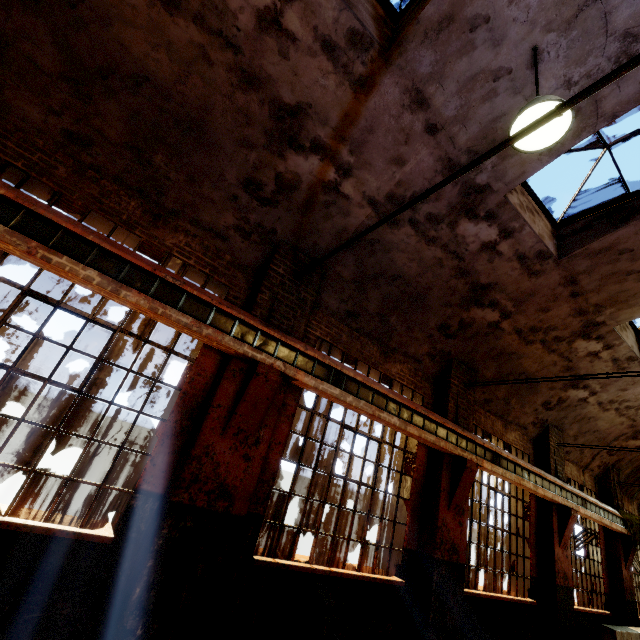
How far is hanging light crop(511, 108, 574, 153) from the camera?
3.2m

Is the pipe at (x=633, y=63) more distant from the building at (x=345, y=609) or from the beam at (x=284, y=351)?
the beam at (x=284, y=351)

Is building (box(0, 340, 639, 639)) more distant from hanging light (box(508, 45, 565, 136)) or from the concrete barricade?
the concrete barricade

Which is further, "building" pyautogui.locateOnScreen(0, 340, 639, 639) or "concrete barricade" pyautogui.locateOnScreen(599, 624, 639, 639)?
"concrete barricade" pyautogui.locateOnScreen(599, 624, 639, 639)

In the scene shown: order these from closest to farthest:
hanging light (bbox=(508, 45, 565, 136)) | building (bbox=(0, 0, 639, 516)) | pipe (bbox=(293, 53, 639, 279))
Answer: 1. pipe (bbox=(293, 53, 639, 279))
2. hanging light (bbox=(508, 45, 565, 136))
3. building (bbox=(0, 0, 639, 516))

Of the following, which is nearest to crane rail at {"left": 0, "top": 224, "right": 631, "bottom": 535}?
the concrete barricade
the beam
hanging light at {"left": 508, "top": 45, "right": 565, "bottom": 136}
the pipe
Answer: the beam

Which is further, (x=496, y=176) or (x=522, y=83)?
(x=496, y=176)

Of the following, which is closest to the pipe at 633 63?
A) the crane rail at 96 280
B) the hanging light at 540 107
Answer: the hanging light at 540 107
